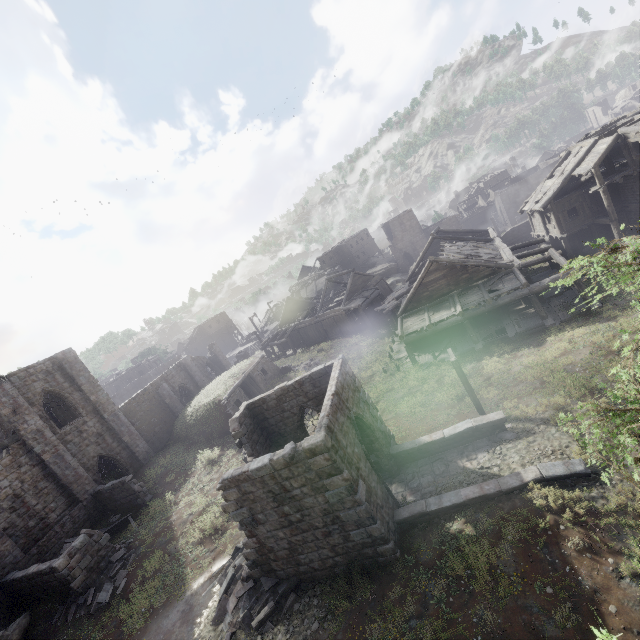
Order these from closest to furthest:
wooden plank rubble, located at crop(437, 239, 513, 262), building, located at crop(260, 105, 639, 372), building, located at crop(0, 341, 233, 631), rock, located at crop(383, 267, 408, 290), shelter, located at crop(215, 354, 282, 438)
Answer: building, located at crop(0, 341, 233, 631), building, located at crop(260, 105, 639, 372), wooden plank rubble, located at crop(437, 239, 513, 262), shelter, located at crop(215, 354, 282, 438), rock, located at crop(383, 267, 408, 290)

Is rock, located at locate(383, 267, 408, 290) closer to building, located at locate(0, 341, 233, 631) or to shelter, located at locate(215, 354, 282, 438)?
building, located at locate(0, 341, 233, 631)

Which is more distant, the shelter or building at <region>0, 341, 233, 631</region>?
the shelter

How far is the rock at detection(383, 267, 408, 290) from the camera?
50.0m

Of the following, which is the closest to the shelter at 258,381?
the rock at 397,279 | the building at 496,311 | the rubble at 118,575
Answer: the building at 496,311

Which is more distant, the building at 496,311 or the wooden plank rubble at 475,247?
the wooden plank rubble at 475,247

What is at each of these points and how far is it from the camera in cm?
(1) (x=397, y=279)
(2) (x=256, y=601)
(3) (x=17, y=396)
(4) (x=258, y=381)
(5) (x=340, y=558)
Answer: (1) rock, 5191
(2) rubble, 1121
(3) building, 2056
(4) shelter, 2986
(5) building, 1061
